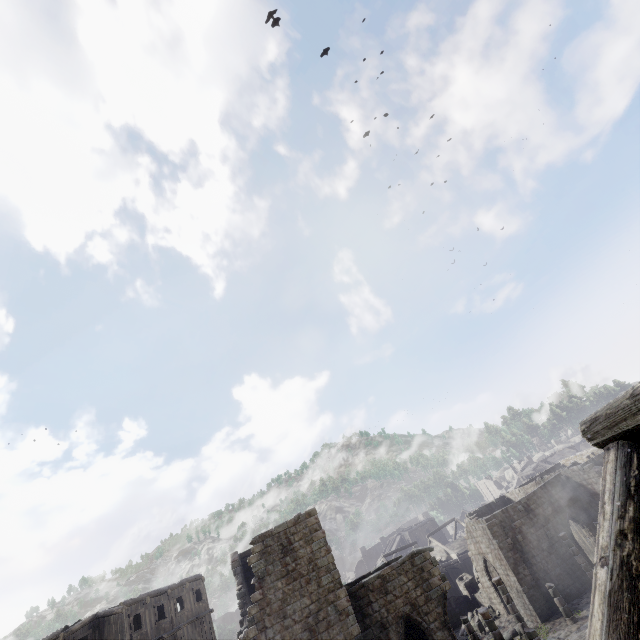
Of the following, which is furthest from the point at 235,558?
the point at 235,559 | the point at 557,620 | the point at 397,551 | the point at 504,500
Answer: the point at 504,500

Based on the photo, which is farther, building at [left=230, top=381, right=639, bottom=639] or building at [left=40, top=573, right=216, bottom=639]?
building at [left=40, top=573, right=216, bottom=639]

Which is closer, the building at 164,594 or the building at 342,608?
the building at 342,608
